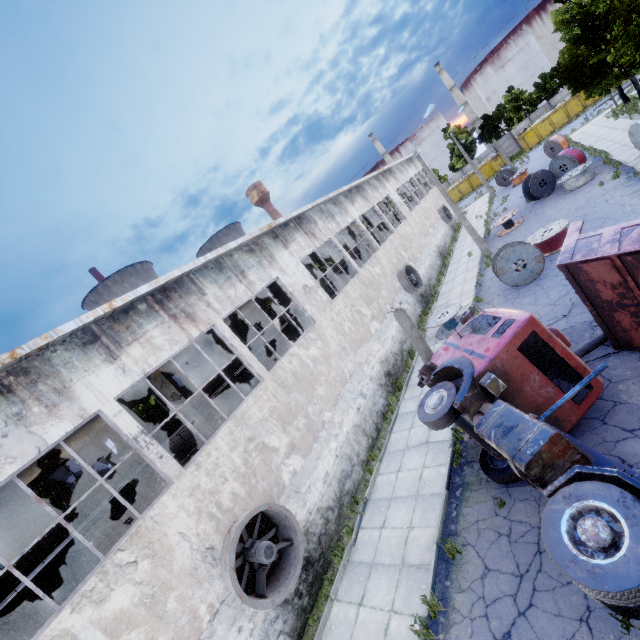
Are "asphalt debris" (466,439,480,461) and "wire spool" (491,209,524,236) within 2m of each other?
no

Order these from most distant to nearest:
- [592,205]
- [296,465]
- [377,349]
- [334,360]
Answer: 1. [592,205]
2. [377,349]
3. [334,360]
4. [296,465]

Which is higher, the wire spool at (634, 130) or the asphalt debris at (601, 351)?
the wire spool at (634, 130)

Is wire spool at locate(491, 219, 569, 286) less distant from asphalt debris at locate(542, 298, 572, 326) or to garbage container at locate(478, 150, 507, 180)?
asphalt debris at locate(542, 298, 572, 326)

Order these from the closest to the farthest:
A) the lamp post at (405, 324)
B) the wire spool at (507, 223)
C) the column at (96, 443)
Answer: the lamp post at (405, 324)
the column at (96, 443)
the wire spool at (507, 223)

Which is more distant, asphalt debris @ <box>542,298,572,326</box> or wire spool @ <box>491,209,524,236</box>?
wire spool @ <box>491,209,524,236</box>

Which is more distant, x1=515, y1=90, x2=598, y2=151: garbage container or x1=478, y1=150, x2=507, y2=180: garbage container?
x1=478, y1=150, x2=507, y2=180: garbage container

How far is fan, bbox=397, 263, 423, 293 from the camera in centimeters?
2125cm
